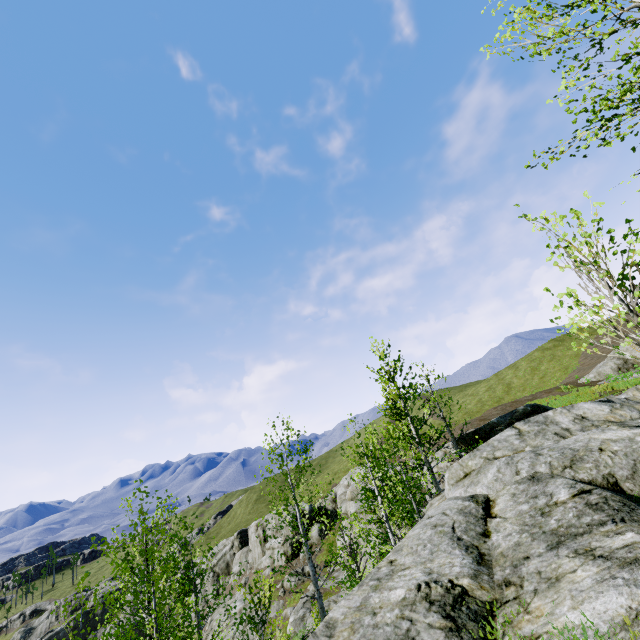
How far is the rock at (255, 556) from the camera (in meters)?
45.84

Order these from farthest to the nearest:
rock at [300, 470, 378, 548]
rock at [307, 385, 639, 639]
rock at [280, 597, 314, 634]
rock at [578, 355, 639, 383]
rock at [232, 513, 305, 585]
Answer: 1. rock at [232, 513, 305, 585]
2. rock at [578, 355, 639, 383]
3. rock at [280, 597, 314, 634]
4. rock at [300, 470, 378, 548]
5. rock at [307, 385, 639, 639]

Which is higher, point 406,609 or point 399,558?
point 399,558

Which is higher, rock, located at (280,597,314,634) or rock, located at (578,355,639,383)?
rock, located at (578,355,639,383)

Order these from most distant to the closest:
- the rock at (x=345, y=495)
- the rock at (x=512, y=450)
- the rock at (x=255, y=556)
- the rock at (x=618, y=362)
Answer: the rock at (x=255, y=556) < the rock at (x=618, y=362) < the rock at (x=345, y=495) < the rock at (x=512, y=450)

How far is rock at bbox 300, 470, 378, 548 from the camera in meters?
21.7

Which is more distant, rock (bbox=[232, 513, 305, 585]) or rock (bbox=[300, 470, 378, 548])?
rock (bbox=[232, 513, 305, 585])
